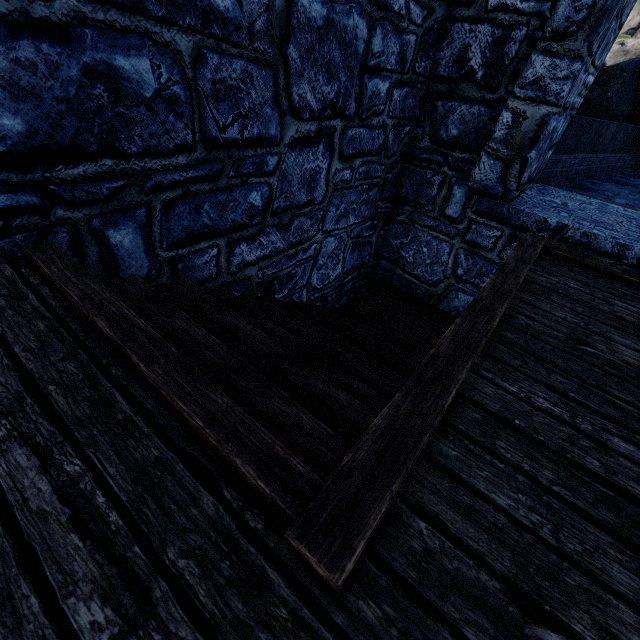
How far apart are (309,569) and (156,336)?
1.0m
